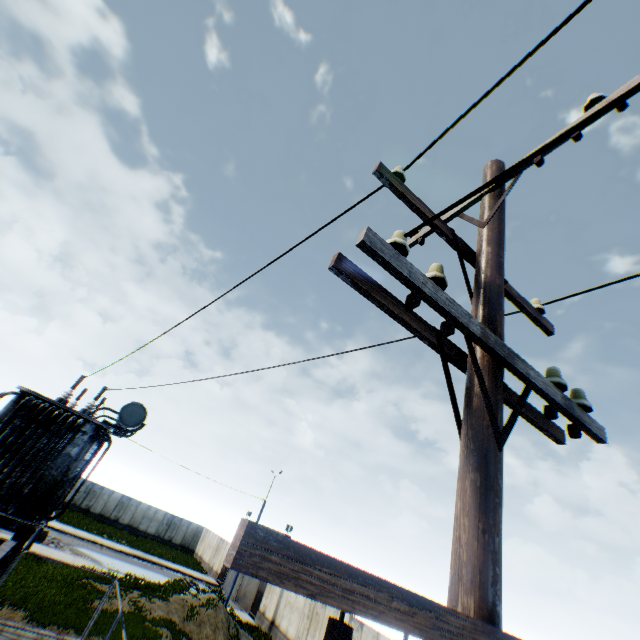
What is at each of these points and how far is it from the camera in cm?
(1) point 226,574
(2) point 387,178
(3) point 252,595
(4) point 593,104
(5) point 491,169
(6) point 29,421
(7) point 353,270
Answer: (1) metal gate, 3331
(2) electric pole, 246
(3) metal gate, 2778
(4) electric pole, 251
(5) electric pole, 337
(6) electrical compensator, 869
(7) electric pole, 189

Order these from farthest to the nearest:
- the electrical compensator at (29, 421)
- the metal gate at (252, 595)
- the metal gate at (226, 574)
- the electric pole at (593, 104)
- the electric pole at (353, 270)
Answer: the metal gate at (226, 574)
the metal gate at (252, 595)
the electrical compensator at (29, 421)
the electric pole at (593, 104)
the electric pole at (353, 270)

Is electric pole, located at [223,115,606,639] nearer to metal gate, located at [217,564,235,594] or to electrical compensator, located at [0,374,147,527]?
electrical compensator, located at [0,374,147,527]

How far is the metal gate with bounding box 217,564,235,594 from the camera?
31.9m

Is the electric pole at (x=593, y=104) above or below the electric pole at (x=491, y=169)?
below
